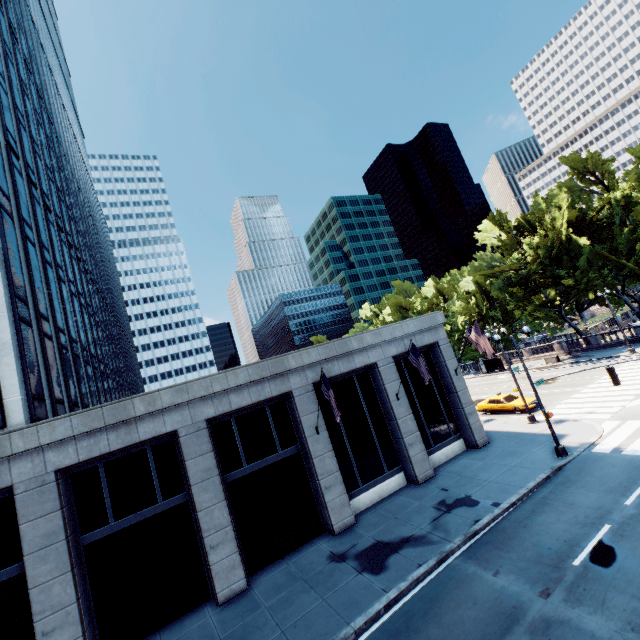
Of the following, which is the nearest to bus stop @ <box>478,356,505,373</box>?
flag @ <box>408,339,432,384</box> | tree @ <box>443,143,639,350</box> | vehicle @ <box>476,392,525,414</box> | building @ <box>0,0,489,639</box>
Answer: tree @ <box>443,143,639,350</box>

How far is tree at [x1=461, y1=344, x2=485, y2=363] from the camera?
57.50m

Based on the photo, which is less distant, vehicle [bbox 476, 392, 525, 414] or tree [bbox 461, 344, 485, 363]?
vehicle [bbox 476, 392, 525, 414]

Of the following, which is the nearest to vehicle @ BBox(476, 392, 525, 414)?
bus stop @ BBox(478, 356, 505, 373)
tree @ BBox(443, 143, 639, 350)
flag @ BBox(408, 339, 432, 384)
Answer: flag @ BBox(408, 339, 432, 384)

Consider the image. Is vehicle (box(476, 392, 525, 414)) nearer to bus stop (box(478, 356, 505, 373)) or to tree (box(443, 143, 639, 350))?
tree (box(443, 143, 639, 350))

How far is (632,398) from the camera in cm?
2230

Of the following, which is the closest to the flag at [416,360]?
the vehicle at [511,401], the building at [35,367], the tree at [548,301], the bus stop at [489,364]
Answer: the building at [35,367]

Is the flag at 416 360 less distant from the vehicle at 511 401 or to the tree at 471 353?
the vehicle at 511 401
